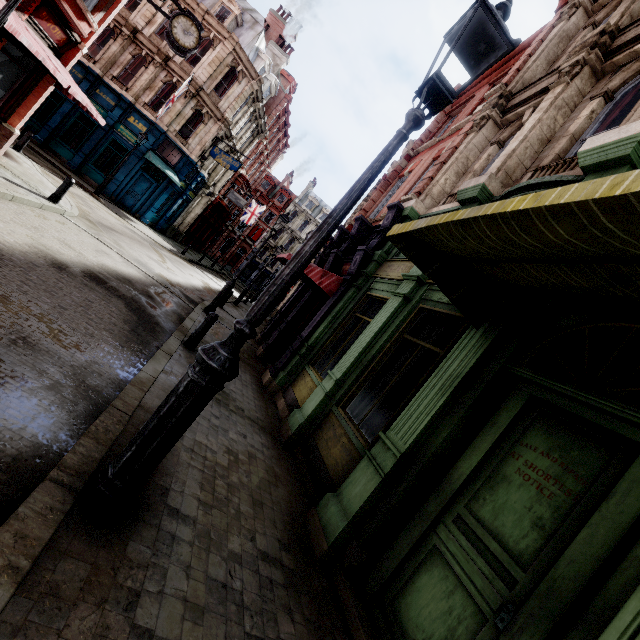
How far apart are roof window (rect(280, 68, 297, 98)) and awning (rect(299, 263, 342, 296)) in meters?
30.7

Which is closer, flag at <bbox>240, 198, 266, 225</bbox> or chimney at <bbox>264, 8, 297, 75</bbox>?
chimney at <bbox>264, 8, 297, 75</bbox>

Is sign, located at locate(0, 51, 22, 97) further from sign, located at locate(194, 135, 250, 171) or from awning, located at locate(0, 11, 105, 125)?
sign, located at locate(194, 135, 250, 171)

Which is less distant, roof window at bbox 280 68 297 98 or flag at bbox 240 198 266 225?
roof window at bbox 280 68 297 98

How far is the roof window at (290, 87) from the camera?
33.1 meters

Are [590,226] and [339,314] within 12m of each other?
yes

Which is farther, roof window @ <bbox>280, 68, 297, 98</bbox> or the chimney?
roof window @ <bbox>280, 68, 297, 98</bbox>

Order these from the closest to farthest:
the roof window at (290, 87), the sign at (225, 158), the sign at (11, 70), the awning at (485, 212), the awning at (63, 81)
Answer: the awning at (485, 212), the awning at (63, 81), the sign at (11, 70), the sign at (225, 158), the roof window at (290, 87)
